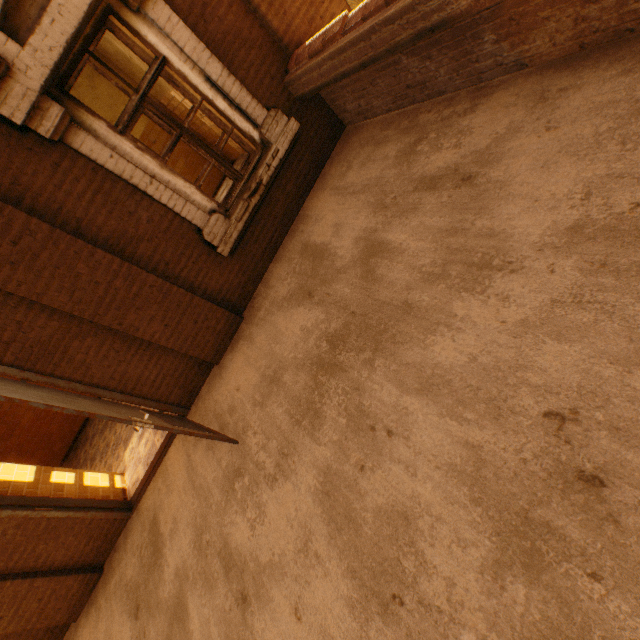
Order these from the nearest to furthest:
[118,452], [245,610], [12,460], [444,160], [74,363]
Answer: [245,610] → [444,160] → [74,363] → [118,452] → [12,460]
